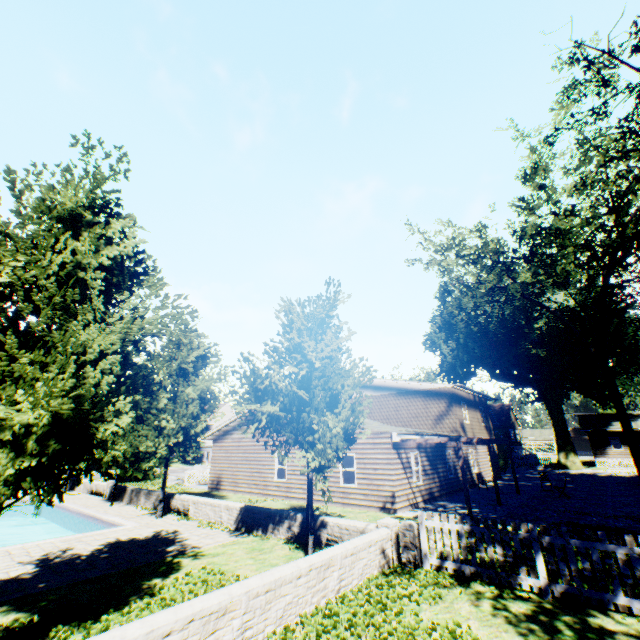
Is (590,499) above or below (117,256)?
below

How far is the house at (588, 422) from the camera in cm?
4006

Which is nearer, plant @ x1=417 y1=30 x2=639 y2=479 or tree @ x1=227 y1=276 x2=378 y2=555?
tree @ x1=227 y1=276 x2=378 y2=555

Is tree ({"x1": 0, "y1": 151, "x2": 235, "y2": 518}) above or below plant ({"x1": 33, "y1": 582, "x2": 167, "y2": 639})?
above

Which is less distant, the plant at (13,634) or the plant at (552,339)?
the plant at (13,634)

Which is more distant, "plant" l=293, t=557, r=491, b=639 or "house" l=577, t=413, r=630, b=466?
"house" l=577, t=413, r=630, b=466

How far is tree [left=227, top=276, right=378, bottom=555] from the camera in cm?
908
